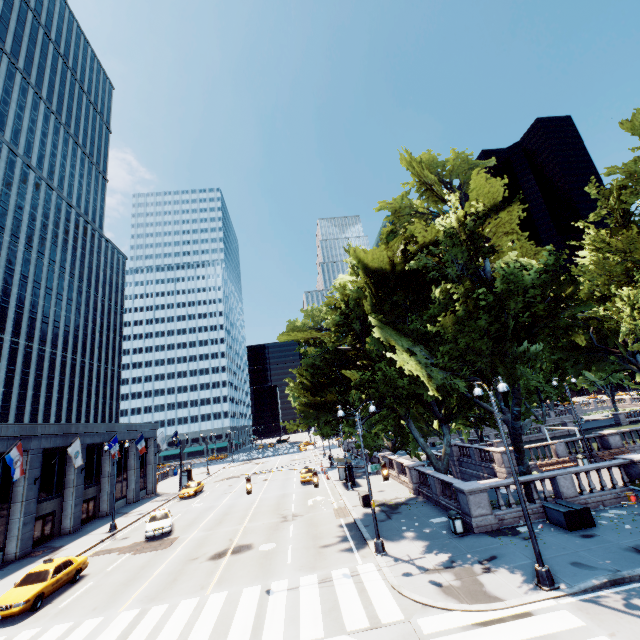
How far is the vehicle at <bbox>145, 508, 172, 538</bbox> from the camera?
24.59m

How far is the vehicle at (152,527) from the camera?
24.6 meters

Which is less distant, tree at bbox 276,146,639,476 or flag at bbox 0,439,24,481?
tree at bbox 276,146,639,476

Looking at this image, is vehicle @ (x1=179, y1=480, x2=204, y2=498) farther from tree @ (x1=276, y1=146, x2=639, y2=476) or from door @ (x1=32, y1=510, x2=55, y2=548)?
tree @ (x1=276, y1=146, x2=639, y2=476)

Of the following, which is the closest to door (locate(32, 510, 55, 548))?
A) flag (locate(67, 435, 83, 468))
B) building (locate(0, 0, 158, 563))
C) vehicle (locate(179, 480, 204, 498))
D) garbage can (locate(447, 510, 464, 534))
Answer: building (locate(0, 0, 158, 563))

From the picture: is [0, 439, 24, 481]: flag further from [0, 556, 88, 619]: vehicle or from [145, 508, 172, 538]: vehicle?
[145, 508, 172, 538]: vehicle

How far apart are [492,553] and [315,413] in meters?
13.0 m

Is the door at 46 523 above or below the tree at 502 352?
below
